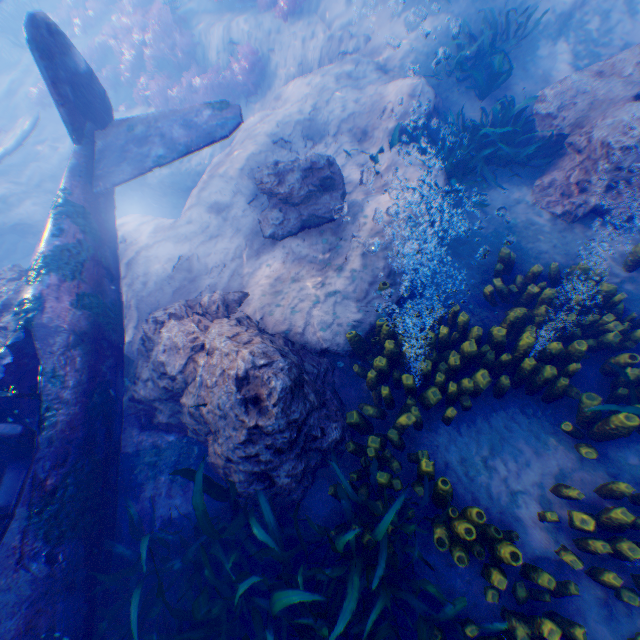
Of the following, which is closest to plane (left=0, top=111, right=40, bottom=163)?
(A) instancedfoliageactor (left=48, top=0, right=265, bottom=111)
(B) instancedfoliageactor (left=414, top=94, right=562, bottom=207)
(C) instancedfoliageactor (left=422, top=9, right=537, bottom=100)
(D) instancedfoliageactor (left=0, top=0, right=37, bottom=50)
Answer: (D) instancedfoliageactor (left=0, top=0, right=37, bottom=50)

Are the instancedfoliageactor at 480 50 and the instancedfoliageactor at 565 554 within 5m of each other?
no

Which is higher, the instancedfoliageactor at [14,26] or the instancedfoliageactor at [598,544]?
the instancedfoliageactor at [14,26]

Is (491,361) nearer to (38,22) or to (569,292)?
(569,292)

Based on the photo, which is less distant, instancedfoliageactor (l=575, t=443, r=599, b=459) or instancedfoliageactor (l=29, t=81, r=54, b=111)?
instancedfoliageactor (l=575, t=443, r=599, b=459)

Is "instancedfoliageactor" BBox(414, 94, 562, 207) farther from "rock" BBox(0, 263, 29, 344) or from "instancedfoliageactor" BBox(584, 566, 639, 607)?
"instancedfoliageactor" BBox(584, 566, 639, 607)

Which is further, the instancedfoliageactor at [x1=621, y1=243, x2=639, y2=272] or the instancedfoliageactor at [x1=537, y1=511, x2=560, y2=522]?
the instancedfoliageactor at [x1=621, y1=243, x2=639, y2=272]

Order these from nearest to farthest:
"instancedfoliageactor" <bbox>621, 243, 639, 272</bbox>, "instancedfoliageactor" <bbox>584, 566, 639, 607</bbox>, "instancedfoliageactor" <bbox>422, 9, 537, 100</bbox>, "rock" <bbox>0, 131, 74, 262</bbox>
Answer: "instancedfoliageactor" <bbox>584, 566, 639, 607</bbox>, "instancedfoliageactor" <bbox>621, 243, 639, 272</bbox>, "instancedfoliageactor" <bbox>422, 9, 537, 100</bbox>, "rock" <bbox>0, 131, 74, 262</bbox>
